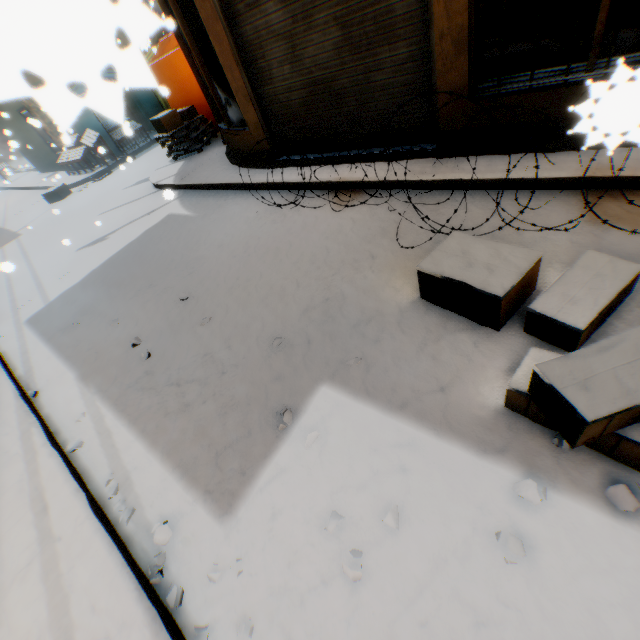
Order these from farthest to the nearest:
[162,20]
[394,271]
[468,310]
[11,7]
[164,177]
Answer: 1. [162,20]
2. [164,177]
3. [394,271]
4. [468,310]
5. [11,7]

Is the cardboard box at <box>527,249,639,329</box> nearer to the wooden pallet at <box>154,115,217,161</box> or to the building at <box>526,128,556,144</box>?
the building at <box>526,128,556,144</box>

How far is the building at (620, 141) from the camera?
0.50m

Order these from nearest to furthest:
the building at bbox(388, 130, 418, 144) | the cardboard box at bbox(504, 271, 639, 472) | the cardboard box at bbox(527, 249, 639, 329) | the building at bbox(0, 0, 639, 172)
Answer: the building at bbox(0, 0, 639, 172) < the cardboard box at bbox(504, 271, 639, 472) < the cardboard box at bbox(527, 249, 639, 329) < the building at bbox(388, 130, 418, 144)

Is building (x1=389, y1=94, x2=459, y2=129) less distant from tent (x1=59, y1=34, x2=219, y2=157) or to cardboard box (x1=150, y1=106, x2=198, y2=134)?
tent (x1=59, y1=34, x2=219, y2=157)

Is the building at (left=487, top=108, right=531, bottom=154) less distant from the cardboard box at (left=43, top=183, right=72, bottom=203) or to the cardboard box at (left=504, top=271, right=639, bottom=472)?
the cardboard box at (left=504, top=271, right=639, bottom=472)

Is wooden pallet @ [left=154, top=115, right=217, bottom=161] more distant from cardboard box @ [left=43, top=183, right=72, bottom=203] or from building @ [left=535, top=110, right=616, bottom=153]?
cardboard box @ [left=43, top=183, right=72, bottom=203]
